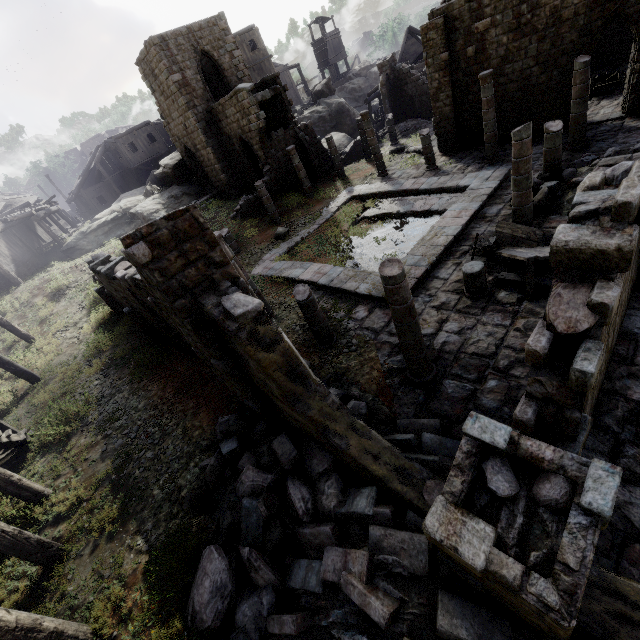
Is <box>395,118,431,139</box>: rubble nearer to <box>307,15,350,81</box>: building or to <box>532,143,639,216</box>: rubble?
<box>307,15,350,81</box>: building

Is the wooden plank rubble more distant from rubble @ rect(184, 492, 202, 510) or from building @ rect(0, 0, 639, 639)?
rubble @ rect(184, 492, 202, 510)

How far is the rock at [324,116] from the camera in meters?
33.6

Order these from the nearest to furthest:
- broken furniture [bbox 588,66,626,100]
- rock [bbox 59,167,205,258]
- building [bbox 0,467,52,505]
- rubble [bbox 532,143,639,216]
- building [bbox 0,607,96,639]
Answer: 1. building [bbox 0,607,96,639]
2. building [bbox 0,467,52,505]
3. rubble [bbox 532,143,639,216]
4. broken furniture [bbox 588,66,626,100]
5. rock [bbox 59,167,205,258]

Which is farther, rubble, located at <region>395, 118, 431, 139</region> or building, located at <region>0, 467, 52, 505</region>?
rubble, located at <region>395, 118, 431, 139</region>

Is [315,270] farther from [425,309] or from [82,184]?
[82,184]

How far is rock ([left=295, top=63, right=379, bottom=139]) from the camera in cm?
3359

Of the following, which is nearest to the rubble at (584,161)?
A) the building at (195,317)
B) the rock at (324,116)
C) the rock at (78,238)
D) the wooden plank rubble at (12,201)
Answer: the building at (195,317)
